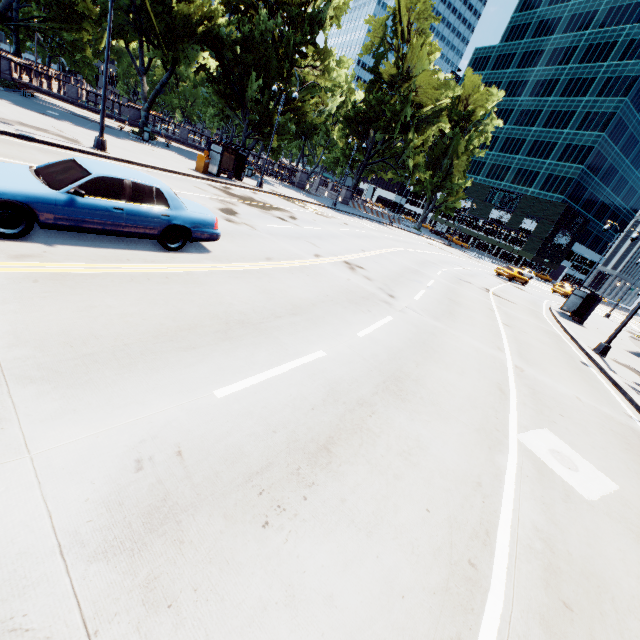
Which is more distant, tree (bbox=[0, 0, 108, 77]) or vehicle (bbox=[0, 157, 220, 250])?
tree (bbox=[0, 0, 108, 77])

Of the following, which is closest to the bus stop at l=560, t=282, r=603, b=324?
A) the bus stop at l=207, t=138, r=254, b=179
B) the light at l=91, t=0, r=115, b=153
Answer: the bus stop at l=207, t=138, r=254, b=179

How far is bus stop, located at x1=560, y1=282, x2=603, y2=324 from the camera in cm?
2277

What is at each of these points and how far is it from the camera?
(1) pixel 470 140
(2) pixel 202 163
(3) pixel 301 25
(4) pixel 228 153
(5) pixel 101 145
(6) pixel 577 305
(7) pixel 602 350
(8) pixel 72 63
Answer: (1) tree, 53.3 meters
(2) box, 21.4 meters
(3) tree, 29.3 meters
(4) bus stop, 23.8 meters
(5) light, 15.3 meters
(6) bus stop, 25.7 meters
(7) light, 15.3 meters
(8) tree, 26.4 meters

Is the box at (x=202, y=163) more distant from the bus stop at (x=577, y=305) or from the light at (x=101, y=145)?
the bus stop at (x=577, y=305)

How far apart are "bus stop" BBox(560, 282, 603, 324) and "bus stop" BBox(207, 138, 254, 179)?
25.48m

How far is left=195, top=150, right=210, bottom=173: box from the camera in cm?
2134

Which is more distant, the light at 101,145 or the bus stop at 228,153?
the bus stop at 228,153
